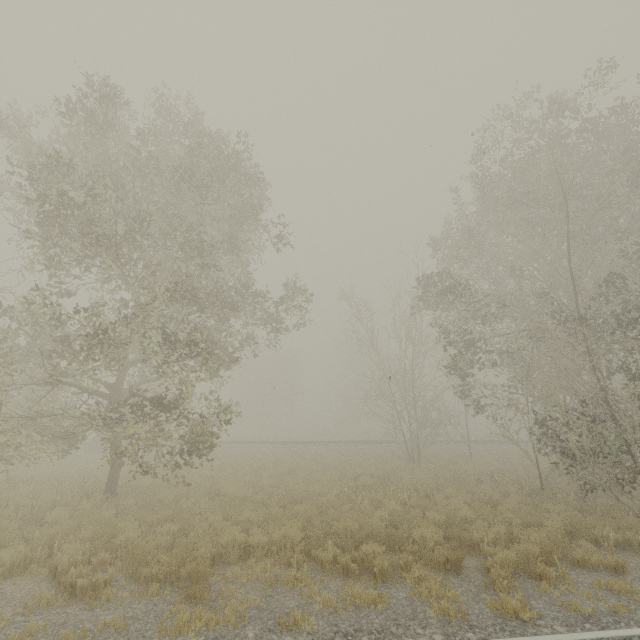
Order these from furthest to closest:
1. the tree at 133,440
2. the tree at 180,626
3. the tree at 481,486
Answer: the tree at 481,486
the tree at 133,440
the tree at 180,626

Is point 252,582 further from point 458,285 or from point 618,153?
point 618,153

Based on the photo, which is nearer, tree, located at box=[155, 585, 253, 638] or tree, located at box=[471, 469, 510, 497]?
tree, located at box=[155, 585, 253, 638]

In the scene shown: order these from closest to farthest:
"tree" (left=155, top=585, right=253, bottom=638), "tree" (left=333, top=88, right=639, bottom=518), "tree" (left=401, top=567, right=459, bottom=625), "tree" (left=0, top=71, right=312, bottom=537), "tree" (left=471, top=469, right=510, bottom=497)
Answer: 1. "tree" (left=155, top=585, right=253, bottom=638)
2. "tree" (left=401, top=567, right=459, bottom=625)
3. "tree" (left=0, top=71, right=312, bottom=537)
4. "tree" (left=333, top=88, right=639, bottom=518)
5. "tree" (left=471, top=469, right=510, bottom=497)

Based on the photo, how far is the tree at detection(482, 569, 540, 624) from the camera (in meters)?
5.26

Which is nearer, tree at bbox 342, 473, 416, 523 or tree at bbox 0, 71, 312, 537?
tree at bbox 0, 71, 312, 537

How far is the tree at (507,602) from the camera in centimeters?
526cm
